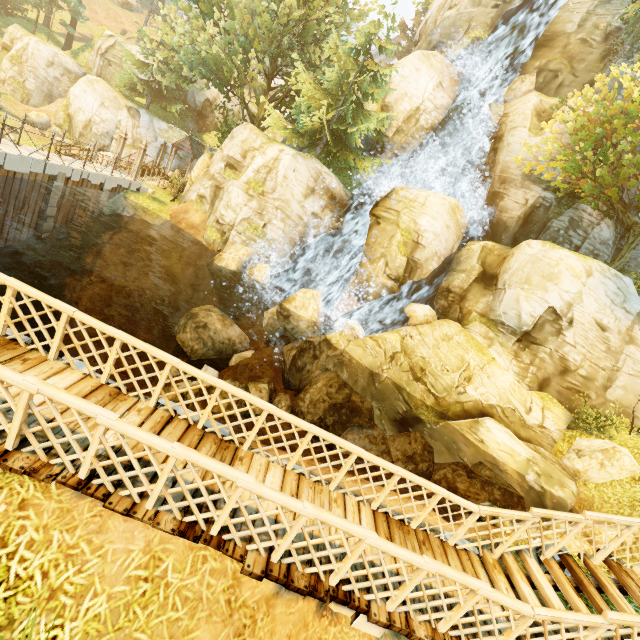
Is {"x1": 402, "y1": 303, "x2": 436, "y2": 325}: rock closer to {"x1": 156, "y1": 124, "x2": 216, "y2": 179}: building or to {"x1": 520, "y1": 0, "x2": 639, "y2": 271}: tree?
{"x1": 520, "y1": 0, "x2": 639, "y2": 271}: tree

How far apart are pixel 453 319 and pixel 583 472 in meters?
9.0 m

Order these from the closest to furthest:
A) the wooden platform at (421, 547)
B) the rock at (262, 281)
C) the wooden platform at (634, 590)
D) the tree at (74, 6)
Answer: the wooden platform at (421, 547) < the wooden platform at (634, 590) < the rock at (262, 281) < the tree at (74, 6)

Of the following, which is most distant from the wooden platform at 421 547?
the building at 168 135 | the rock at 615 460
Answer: the building at 168 135

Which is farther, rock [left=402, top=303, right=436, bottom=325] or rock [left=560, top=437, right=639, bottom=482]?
rock [left=402, top=303, right=436, bottom=325]

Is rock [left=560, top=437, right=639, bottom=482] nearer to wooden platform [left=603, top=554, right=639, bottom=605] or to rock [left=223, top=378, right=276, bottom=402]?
rock [left=223, top=378, right=276, bottom=402]

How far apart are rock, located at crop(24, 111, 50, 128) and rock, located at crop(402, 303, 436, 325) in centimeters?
4202cm

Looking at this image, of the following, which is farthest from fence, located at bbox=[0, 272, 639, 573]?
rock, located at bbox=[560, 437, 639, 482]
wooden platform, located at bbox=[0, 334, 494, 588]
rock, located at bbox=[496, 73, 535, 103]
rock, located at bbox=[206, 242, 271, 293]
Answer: rock, located at bbox=[496, 73, 535, 103]
